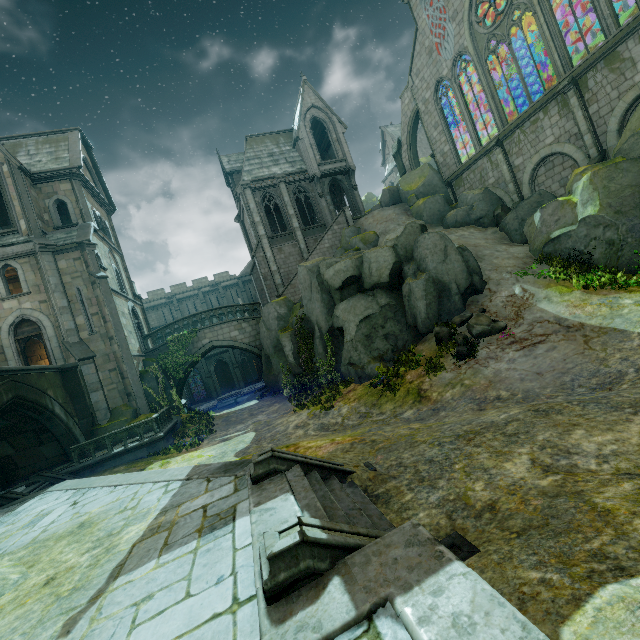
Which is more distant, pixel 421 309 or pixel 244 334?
pixel 244 334

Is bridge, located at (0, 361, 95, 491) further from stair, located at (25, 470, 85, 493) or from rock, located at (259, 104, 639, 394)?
rock, located at (259, 104, 639, 394)

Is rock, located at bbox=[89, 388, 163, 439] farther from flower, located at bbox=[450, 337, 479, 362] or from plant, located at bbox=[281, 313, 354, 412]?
flower, located at bbox=[450, 337, 479, 362]

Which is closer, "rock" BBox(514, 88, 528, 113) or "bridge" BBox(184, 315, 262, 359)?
"bridge" BBox(184, 315, 262, 359)

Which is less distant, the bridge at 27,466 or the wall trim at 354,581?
the wall trim at 354,581

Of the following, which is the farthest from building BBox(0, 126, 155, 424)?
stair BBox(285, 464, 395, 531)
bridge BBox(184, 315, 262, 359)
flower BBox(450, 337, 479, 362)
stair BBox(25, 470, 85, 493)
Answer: stair BBox(285, 464, 395, 531)

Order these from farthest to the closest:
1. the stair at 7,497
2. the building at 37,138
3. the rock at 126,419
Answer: the building at 37,138 → the rock at 126,419 → the stair at 7,497

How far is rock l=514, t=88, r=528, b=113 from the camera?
29.1m
